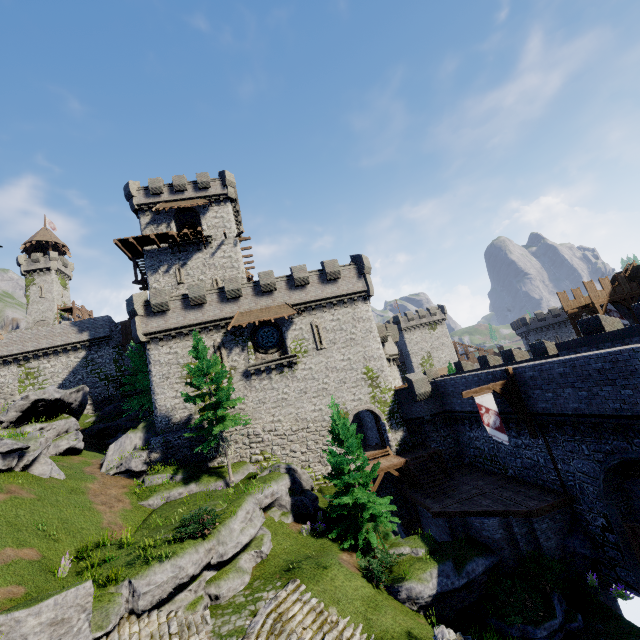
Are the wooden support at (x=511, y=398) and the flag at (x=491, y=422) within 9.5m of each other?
yes

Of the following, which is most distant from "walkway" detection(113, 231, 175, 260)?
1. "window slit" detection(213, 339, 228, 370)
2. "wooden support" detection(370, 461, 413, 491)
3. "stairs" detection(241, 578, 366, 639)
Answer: "stairs" detection(241, 578, 366, 639)

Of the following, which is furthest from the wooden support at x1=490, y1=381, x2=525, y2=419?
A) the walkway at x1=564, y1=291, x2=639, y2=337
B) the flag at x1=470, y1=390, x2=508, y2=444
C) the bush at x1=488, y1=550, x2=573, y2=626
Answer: the walkway at x1=564, y1=291, x2=639, y2=337

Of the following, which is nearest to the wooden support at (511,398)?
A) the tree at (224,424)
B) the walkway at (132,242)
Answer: the tree at (224,424)

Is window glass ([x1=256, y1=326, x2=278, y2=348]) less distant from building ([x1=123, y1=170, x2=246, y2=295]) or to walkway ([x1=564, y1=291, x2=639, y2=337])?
building ([x1=123, y1=170, x2=246, y2=295])

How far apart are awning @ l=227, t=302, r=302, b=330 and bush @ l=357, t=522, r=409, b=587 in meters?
16.7

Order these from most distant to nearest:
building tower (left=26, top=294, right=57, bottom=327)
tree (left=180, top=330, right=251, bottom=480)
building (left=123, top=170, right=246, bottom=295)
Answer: building tower (left=26, top=294, right=57, bottom=327) < building (left=123, top=170, right=246, bottom=295) < tree (left=180, top=330, right=251, bottom=480)

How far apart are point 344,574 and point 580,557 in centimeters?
1220cm
